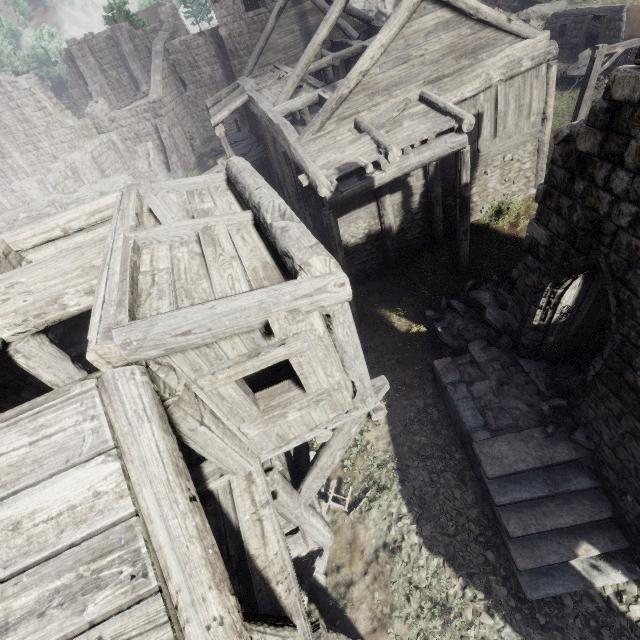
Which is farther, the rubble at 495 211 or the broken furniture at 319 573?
the rubble at 495 211

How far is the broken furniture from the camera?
8.0m

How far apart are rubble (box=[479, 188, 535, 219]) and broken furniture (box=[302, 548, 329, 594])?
14.3m

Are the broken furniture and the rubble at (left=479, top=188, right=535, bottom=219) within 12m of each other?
no

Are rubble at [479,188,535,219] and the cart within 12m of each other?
yes

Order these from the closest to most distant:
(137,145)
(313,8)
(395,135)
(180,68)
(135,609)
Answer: (135,609)
(395,135)
(313,8)
(137,145)
(180,68)

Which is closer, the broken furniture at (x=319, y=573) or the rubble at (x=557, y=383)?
the rubble at (x=557, y=383)

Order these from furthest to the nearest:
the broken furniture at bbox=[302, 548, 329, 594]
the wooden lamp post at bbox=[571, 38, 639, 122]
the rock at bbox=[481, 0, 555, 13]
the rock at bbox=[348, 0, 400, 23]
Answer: the rock at bbox=[348, 0, 400, 23]
the rock at bbox=[481, 0, 555, 13]
the wooden lamp post at bbox=[571, 38, 639, 122]
the broken furniture at bbox=[302, 548, 329, 594]
